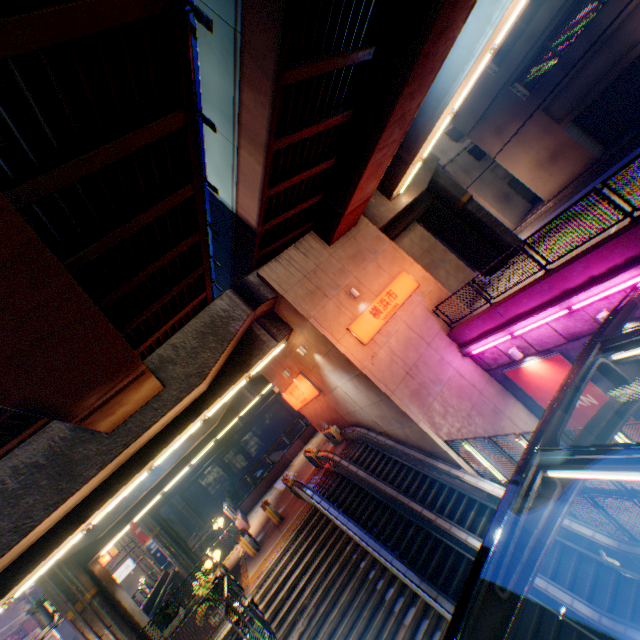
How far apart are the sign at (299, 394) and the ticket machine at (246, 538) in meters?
7.4

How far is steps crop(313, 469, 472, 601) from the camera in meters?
10.8

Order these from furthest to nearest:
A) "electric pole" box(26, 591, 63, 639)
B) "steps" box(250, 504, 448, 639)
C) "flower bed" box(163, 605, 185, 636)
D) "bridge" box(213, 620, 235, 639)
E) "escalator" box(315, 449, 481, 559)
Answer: "electric pole" box(26, 591, 63, 639)
"flower bed" box(163, 605, 185, 636)
"bridge" box(213, 620, 235, 639)
"escalator" box(315, 449, 481, 559)
"steps" box(250, 504, 448, 639)

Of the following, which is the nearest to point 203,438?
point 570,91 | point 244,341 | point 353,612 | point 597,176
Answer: point 244,341

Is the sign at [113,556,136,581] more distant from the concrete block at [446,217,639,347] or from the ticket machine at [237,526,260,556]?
the concrete block at [446,217,639,347]

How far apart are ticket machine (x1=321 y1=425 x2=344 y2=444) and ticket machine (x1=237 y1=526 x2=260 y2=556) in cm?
664

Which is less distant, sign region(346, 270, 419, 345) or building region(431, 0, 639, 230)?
sign region(346, 270, 419, 345)

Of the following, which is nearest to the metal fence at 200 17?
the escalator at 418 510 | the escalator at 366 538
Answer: the escalator at 418 510
